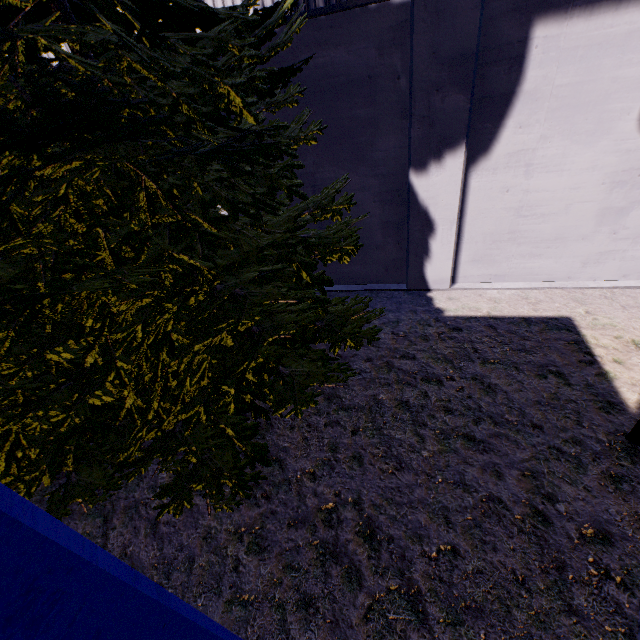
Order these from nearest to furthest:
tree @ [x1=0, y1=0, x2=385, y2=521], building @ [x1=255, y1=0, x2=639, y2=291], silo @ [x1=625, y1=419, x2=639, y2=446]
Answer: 1. tree @ [x1=0, y1=0, x2=385, y2=521]
2. silo @ [x1=625, y1=419, x2=639, y2=446]
3. building @ [x1=255, y1=0, x2=639, y2=291]

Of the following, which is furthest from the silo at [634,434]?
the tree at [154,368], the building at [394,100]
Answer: the tree at [154,368]

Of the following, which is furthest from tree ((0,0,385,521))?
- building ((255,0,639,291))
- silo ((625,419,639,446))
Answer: silo ((625,419,639,446))

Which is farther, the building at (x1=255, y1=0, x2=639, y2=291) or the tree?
the building at (x1=255, y1=0, x2=639, y2=291)

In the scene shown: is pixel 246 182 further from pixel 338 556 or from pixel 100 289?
pixel 338 556

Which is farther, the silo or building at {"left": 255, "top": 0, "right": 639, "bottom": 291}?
building at {"left": 255, "top": 0, "right": 639, "bottom": 291}

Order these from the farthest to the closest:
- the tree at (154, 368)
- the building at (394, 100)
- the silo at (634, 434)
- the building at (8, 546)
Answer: the building at (394, 100) → the silo at (634, 434) → the tree at (154, 368) → the building at (8, 546)
